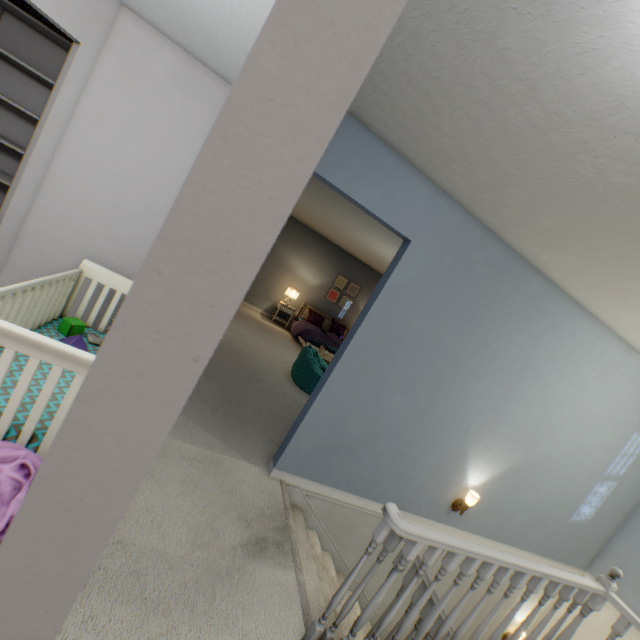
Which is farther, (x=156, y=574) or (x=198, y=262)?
(x=156, y=574)

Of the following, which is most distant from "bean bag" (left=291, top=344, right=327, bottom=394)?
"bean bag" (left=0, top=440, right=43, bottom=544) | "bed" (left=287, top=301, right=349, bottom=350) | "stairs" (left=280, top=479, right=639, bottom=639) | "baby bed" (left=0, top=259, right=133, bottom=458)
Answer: "bean bag" (left=0, top=440, right=43, bottom=544)

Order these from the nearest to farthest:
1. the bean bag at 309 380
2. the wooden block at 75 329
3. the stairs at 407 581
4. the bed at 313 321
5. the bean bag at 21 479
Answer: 1. the bean bag at 21 479
2. the stairs at 407 581
3. the wooden block at 75 329
4. the bean bag at 309 380
5. the bed at 313 321

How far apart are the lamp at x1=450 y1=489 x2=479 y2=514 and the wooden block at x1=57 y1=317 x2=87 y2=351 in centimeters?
336cm

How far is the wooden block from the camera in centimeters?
207cm

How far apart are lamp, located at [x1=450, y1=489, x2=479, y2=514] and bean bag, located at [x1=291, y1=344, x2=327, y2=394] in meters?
2.1

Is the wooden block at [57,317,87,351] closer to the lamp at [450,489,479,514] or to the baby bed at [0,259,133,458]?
the baby bed at [0,259,133,458]

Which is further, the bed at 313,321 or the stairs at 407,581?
the bed at 313,321
